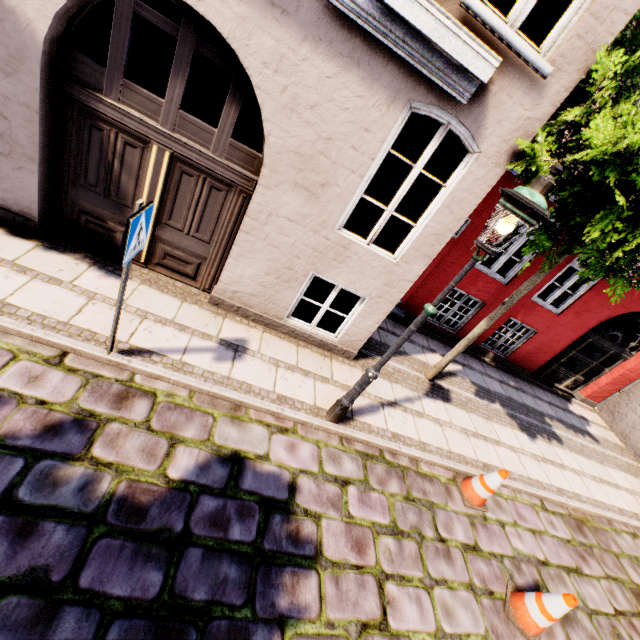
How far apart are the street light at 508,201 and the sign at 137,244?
2.9m

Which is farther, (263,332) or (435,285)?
(435,285)

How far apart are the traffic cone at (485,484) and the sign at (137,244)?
5.57m

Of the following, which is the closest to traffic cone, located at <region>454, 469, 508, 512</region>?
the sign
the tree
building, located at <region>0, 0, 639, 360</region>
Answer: the tree

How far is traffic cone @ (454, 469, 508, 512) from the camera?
4.85m

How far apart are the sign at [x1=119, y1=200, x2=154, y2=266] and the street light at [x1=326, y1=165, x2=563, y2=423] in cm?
291

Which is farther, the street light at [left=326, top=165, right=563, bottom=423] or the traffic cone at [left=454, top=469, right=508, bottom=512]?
the traffic cone at [left=454, top=469, right=508, bottom=512]

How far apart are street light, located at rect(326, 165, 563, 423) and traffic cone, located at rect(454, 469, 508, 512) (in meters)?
2.34
